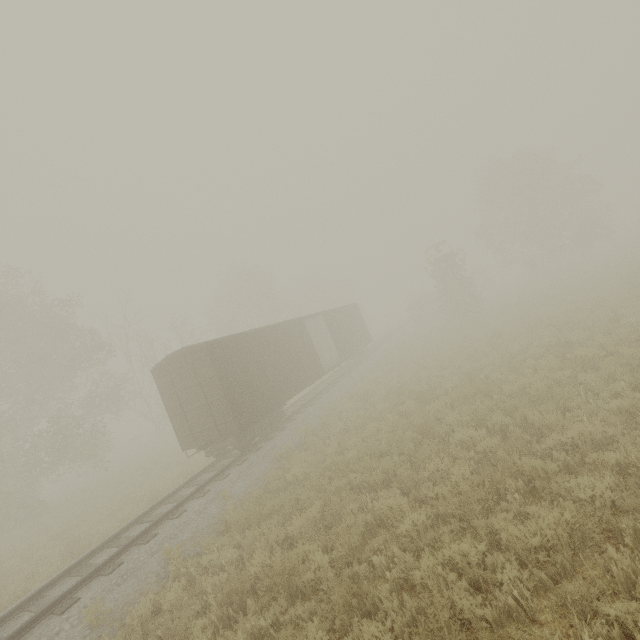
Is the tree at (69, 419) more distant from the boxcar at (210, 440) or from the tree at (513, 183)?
the tree at (513, 183)

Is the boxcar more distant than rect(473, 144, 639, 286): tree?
No

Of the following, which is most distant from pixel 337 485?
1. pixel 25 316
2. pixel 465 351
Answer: pixel 25 316

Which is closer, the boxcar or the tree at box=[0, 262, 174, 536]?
the boxcar

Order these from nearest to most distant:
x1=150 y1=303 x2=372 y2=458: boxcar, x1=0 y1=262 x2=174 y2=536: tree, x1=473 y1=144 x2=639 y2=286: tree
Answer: x1=150 y1=303 x2=372 y2=458: boxcar
x1=0 y1=262 x2=174 y2=536: tree
x1=473 y1=144 x2=639 y2=286: tree

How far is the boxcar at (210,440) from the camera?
12.2 meters

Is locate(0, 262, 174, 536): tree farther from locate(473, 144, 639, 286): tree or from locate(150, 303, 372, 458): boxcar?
locate(473, 144, 639, 286): tree
